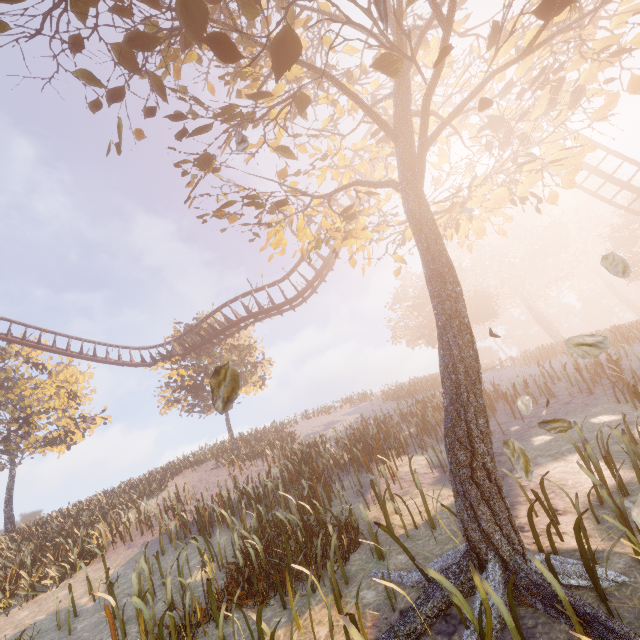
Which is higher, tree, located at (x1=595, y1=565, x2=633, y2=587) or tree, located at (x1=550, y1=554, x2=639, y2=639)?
tree, located at (x1=550, y1=554, x2=639, y2=639)

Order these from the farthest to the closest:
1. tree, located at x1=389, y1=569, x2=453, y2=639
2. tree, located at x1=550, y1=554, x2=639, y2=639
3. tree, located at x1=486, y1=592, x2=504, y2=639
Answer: tree, located at x1=389, y1=569, x2=453, y2=639
tree, located at x1=486, y1=592, x2=504, y2=639
tree, located at x1=550, y1=554, x2=639, y2=639

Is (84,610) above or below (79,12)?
below

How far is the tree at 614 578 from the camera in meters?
3.4 m

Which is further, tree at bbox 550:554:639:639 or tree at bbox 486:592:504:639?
tree at bbox 486:592:504:639

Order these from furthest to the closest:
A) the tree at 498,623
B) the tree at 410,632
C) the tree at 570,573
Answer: the tree at 410,632 → the tree at 498,623 → the tree at 570,573

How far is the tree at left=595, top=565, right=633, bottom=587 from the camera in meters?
3.4 m
